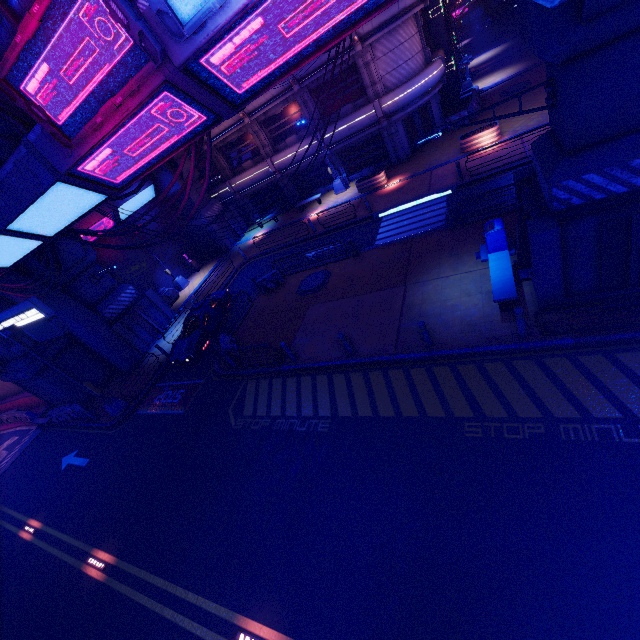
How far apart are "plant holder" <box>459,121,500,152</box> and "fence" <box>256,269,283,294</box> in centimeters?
1398cm

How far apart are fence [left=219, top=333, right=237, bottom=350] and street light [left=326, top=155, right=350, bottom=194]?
16.3 meters

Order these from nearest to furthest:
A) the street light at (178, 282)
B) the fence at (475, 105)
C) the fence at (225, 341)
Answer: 1. the fence at (225, 341)
2. the fence at (475, 105)
3. the street light at (178, 282)

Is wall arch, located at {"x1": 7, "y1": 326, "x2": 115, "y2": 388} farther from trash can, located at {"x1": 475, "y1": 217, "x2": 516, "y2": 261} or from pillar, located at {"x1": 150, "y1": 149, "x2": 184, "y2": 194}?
trash can, located at {"x1": 475, "y1": 217, "x2": 516, "y2": 261}

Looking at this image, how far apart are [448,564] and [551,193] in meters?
8.9

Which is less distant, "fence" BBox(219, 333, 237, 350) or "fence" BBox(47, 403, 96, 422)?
"fence" BBox(219, 333, 237, 350)

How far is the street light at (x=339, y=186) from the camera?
25.91m

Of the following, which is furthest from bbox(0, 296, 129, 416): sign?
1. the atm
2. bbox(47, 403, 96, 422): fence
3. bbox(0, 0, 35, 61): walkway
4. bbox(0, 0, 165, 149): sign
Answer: the atm
